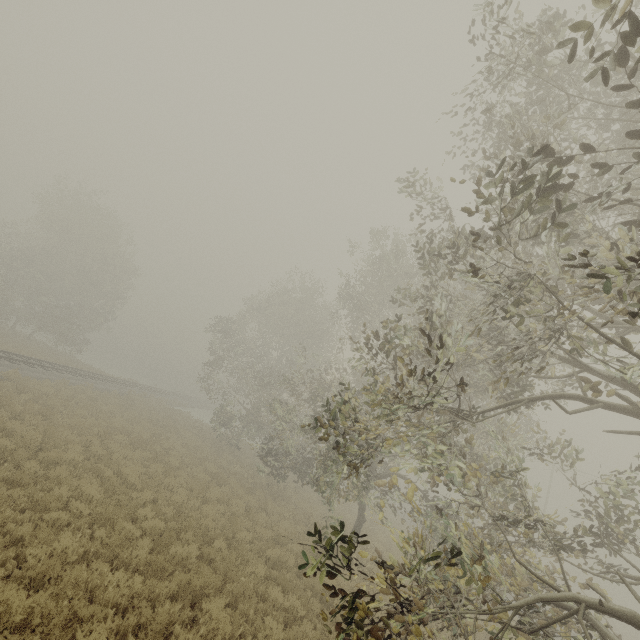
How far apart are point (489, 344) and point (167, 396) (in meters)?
43.32
